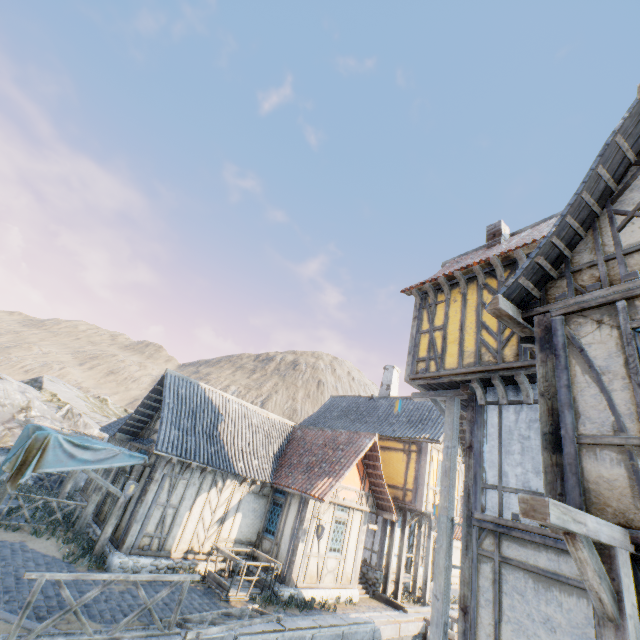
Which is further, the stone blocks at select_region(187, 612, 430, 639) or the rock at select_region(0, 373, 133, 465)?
the rock at select_region(0, 373, 133, 465)

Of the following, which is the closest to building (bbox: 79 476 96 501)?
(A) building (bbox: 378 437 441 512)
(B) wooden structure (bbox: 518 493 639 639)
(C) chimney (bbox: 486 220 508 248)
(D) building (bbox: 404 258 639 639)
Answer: (A) building (bbox: 378 437 441 512)

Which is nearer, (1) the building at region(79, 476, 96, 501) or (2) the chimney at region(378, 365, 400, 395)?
(1) the building at region(79, 476, 96, 501)

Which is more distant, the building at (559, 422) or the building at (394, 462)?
the building at (394, 462)

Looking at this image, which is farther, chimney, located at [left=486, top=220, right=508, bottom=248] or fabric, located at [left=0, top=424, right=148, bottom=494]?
chimney, located at [left=486, top=220, right=508, bottom=248]

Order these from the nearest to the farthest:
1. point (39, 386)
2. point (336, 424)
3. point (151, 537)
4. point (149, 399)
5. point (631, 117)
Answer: point (631, 117), point (151, 537), point (149, 399), point (336, 424), point (39, 386)

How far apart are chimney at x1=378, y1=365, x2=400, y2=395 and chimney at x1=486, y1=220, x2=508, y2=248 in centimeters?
1245cm

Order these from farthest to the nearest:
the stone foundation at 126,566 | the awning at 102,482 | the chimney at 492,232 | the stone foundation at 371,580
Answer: the stone foundation at 371,580 < the chimney at 492,232 < the awning at 102,482 < the stone foundation at 126,566
